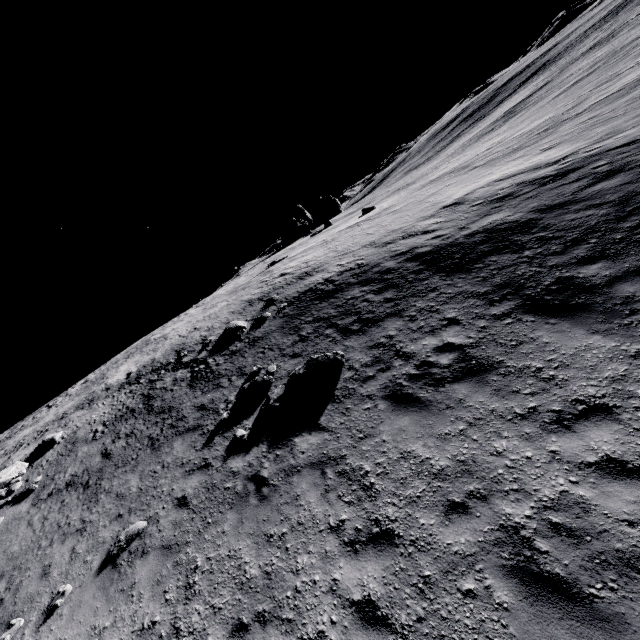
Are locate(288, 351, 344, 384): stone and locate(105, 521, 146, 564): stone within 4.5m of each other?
no

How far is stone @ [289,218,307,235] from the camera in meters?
43.3 m

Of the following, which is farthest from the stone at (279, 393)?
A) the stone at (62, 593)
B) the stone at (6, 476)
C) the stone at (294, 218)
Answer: the stone at (294, 218)

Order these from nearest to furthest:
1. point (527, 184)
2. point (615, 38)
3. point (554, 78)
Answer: point (527, 184)
point (615, 38)
point (554, 78)

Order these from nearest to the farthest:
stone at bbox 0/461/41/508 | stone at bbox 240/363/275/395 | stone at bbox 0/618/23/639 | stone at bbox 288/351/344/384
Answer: stone at bbox 0/618/23/639
stone at bbox 288/351/344/384
stone at bbox 240/363/275/395
stone at bbox 0/461/41/508

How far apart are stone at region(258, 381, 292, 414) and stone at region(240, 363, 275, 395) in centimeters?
61cm

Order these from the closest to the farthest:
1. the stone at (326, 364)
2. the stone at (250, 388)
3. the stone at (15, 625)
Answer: the stone at (15, 625) < the stone at (326, 364) < the stone at (250, 388)

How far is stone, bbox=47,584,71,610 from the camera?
7.51m
